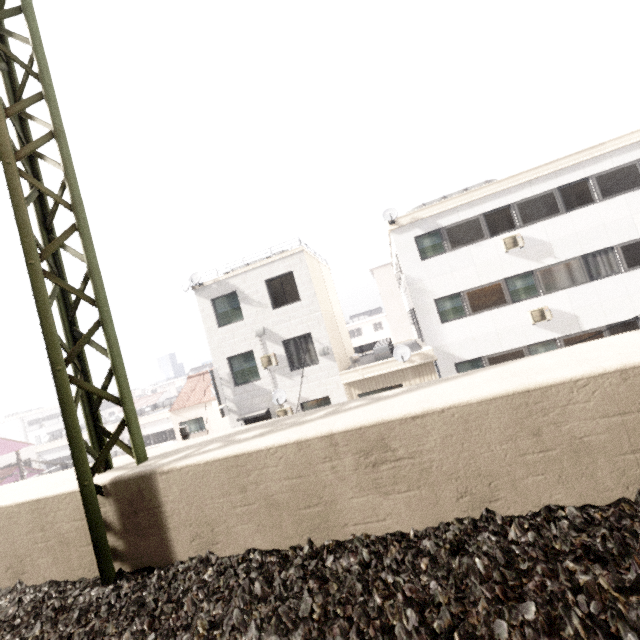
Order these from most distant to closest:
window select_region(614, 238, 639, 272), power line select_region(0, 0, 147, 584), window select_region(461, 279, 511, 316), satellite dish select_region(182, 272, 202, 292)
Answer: satellite dish select_region(182, 272, 202, 292) → window select_region(461, 279, 511, 316) → window select_region(614, 238, 639, 272) → power line select_region(0, 0, 147, 584)

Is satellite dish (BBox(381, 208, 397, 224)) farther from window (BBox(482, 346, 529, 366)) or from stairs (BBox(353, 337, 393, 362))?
window (BBox(482, 346, 529, 366))

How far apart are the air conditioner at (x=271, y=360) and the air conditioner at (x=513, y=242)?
11.0 meters

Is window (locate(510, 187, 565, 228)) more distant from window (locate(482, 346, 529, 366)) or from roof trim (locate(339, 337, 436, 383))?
roof trim (locate(339, 337, 436, 383))

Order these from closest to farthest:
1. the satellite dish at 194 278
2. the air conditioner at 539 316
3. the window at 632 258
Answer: the window at 632 258
the air conditioner at 539 316
the satellite dish at 194 278

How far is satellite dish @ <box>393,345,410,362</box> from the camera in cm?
1313

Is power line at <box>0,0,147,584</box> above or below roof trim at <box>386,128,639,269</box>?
below

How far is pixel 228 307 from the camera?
15.8 meters
